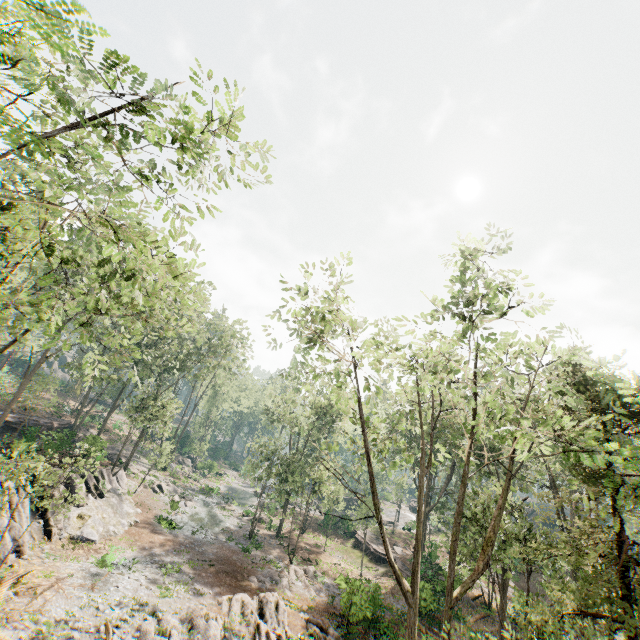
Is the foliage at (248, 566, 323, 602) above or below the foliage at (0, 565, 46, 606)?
below

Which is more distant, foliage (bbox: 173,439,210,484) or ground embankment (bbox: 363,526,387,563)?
foliage (bbox: 173,439,210,484)

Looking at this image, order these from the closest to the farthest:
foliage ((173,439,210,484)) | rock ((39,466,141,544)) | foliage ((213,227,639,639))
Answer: A: foliage ((213,227,639,639)) < rock ((39,466,141,544)) < foliage ((173,439,210,484))

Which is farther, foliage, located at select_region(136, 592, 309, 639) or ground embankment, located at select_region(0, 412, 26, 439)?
ground embankment, located at select_region(0, 412, 26, 439)

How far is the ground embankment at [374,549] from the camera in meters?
34.6 m

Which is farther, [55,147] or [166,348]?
[166,348]

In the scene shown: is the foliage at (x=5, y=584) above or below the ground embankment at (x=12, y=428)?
below

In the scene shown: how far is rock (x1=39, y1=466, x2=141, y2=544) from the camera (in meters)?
21.47
